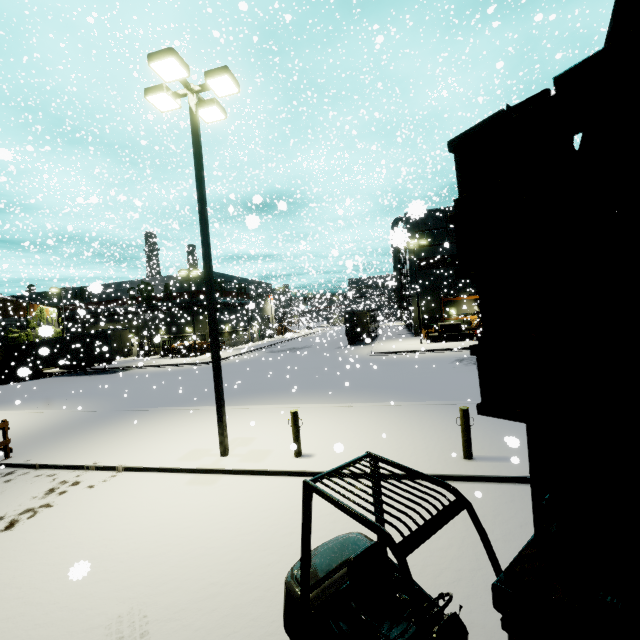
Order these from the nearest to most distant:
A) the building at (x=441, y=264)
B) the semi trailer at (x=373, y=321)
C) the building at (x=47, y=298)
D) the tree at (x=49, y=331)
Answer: the tree at (x=49, y=331) → the building at (x=47, y=298) → the semi trailer at (x=373, y=321) → the building at (x=441, y=264)

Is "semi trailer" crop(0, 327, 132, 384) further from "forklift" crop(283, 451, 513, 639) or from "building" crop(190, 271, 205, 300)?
"forklift" crop(283, 451, 513, 639)

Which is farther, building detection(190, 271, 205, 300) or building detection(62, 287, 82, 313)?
building detection(190, 271, 205, 300)

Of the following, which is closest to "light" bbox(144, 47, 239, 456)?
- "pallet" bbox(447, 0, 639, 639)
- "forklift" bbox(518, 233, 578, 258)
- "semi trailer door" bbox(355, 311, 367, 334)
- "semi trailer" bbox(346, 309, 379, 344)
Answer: "forklift" bbox(518, 233, 578, 258)

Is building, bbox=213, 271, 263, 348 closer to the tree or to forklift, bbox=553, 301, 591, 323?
the tree

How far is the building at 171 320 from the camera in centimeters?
3347cm

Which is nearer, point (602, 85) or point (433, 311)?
point (602, 85)
